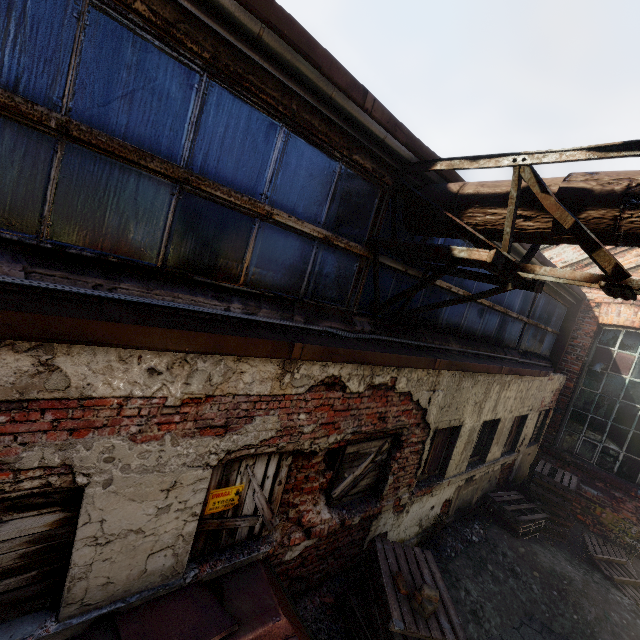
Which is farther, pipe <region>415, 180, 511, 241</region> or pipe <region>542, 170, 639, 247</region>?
pipe <region>415, 180, 511, 241</region>

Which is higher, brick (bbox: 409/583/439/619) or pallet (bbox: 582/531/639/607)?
brick (bbox: 409/583/439/619)

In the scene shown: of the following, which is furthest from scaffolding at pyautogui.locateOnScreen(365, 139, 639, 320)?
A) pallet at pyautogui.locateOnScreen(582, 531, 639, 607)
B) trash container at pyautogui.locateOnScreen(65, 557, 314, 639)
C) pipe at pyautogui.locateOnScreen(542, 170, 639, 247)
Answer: pallet at pyautogui.locateOnScreen(582, 531, 639, 607)

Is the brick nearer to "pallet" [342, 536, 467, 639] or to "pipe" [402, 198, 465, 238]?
"pallet" [342, 536, 467, 639]

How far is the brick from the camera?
3.5m

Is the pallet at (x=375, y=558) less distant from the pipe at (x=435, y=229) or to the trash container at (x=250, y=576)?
the trash container at (x=250, y=576)

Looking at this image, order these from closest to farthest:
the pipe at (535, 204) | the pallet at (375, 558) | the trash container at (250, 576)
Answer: the trash container at (250, 576), the pipe at (535, 204), the pallet at (375, 558)

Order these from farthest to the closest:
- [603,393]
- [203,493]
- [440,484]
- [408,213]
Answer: [603,393], [440,484], [408,213], [203,493]
